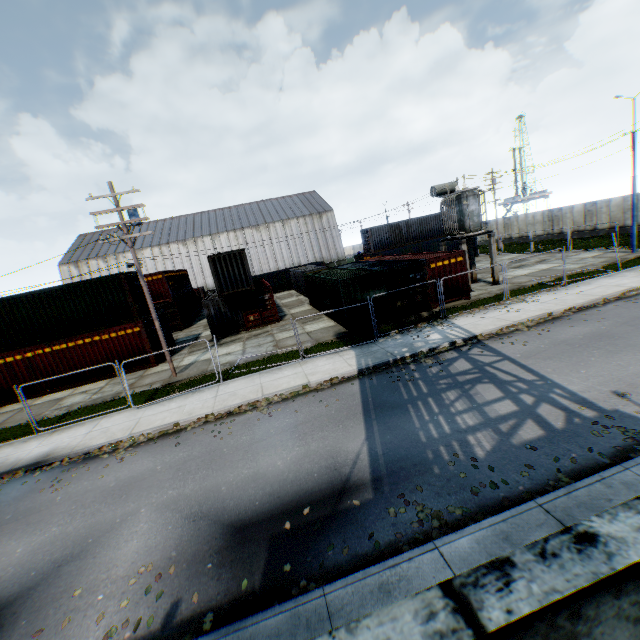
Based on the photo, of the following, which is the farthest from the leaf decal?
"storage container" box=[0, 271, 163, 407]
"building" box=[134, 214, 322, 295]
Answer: "building" box=[134, 214, 322, 295]

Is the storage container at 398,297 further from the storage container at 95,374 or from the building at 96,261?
the building at 96,261

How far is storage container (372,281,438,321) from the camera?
18.27m

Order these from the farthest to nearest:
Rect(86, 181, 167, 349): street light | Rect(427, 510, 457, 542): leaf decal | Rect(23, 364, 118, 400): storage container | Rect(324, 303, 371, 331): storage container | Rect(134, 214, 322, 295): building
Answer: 1. Rect(134, 214, 322, 295): building
2. Rect(23, 364, 118, 400): storage container
3. Rect(324, 303, 371, 331): storage container
4. Rect(86, 181, 167, 349): street light
5. Rect(427, 510, 457, 542): leaf decal

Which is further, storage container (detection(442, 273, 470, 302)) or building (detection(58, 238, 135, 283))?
building (detection(58, 238, 135, 283))

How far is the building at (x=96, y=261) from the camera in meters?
53.0

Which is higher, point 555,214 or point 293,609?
point 555,214

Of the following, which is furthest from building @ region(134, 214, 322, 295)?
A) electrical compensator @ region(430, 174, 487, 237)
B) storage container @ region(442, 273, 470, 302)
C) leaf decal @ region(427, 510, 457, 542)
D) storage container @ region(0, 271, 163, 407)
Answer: leaf decal @ region(427, 510, 457, 542)
